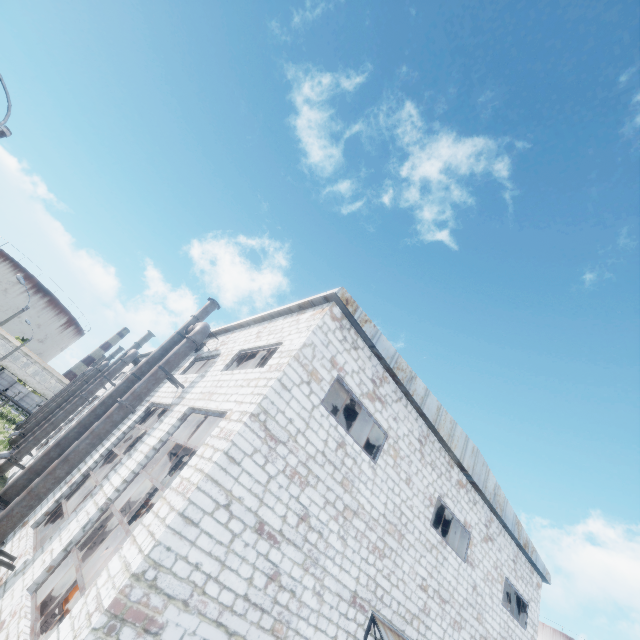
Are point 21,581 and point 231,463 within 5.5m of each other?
no

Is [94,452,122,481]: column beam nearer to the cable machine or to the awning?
the cable machine

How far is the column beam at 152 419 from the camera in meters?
13.9

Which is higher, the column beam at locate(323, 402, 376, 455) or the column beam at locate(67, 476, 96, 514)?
the column beam at locate(323, 402, 376, 455)

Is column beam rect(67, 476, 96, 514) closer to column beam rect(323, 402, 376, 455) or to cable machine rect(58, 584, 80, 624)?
cable machine rect(58, 584, 80, 624)

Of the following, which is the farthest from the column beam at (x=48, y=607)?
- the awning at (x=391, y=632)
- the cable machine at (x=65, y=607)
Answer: the awning at (x=391, y=632)

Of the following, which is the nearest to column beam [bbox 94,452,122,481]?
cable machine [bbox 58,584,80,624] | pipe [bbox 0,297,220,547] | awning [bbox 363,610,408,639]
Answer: pipe [bbox 0,297,220,547]

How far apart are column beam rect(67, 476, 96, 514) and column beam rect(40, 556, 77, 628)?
4.1m
